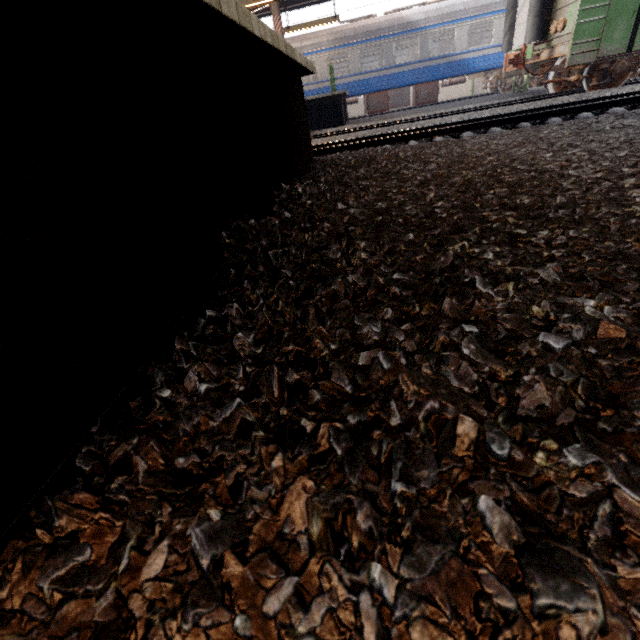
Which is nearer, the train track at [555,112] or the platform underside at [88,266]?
the platform underside at [88,266]

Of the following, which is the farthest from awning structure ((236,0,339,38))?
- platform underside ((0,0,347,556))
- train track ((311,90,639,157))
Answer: platform underside ((0,0,347,556))

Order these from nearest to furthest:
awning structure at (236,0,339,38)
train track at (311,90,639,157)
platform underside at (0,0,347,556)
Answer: platform underside at (0,0,347,556)
train track at (311,90,639,157)
awning structure at (236,0,339,38)

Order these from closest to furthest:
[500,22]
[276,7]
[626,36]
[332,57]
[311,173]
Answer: [311,173] → [626,36] → [276,7] → [500,22] → [332,57]

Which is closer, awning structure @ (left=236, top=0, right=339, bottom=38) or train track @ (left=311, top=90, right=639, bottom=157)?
train track @ (left=311, top=90, right=639, bottom=157)

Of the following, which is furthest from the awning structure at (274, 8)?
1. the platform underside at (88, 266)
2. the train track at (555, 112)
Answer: the platform underside at (88, 266)
